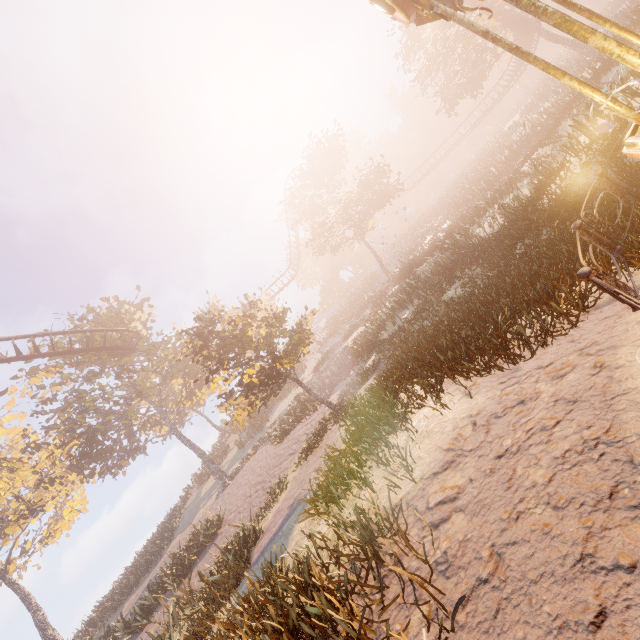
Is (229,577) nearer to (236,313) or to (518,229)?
(236,313)

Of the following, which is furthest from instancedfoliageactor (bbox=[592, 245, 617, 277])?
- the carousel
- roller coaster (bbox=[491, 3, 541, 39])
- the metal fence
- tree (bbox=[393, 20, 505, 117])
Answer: tree (bbox=[393, 20, 505, 117])

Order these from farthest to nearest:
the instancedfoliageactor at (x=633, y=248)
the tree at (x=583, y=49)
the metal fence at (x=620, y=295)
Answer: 1. the tree at (x=583, y=49)
2. the instancedfoliageactor at (x=633, y=248)
3. the metal fence at (x=620, y=295)

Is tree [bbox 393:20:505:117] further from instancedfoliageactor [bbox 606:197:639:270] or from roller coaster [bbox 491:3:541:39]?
instancedfoliageactor [bbox 606:197:639:270]

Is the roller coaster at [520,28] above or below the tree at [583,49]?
above

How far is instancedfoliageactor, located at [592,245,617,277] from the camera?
5.05m

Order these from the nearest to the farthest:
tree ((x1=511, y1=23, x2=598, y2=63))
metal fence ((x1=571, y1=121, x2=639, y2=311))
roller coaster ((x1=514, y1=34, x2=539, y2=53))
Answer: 1. metal fence ((x1=571, y1=121, x2=639, y2=311))
2. tree ((x1=511, y1=23, x2=598, y2=63))
3. roller coaster ((x1=514, y1=34, x2=539, y2=53))
